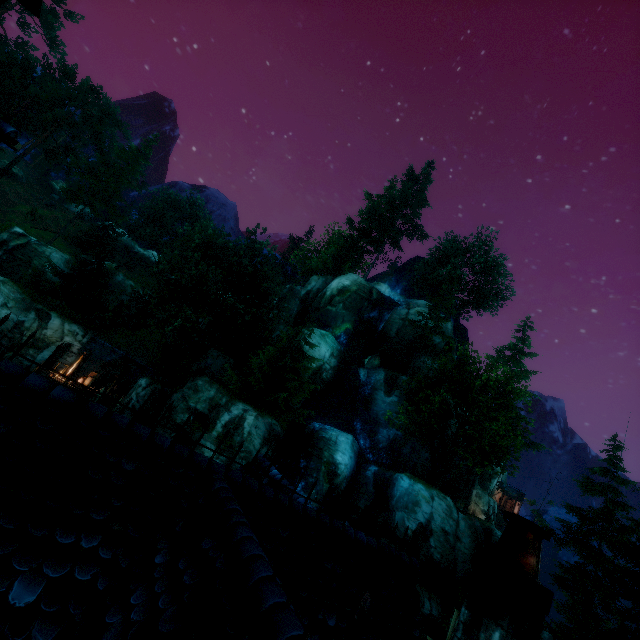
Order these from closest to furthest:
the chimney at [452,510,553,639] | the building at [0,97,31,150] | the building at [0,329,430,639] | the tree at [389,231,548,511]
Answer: the building at [0,329,430,639]
the chimney at [452,510,553,639]
the building at [0,97,31,150]
the tree at [389,231,548,511]

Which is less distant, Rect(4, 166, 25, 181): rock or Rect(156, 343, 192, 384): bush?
Rect(156, 343, 192, 384): bush

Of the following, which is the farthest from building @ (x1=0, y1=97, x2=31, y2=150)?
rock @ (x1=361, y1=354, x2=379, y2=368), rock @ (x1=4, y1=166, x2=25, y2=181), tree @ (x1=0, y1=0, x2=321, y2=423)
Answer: rock @ (x1=4, y1=166, x2=25, y2=181)

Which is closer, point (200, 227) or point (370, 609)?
point (370, 609)

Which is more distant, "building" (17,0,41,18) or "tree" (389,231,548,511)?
"tree" (389,231,548,511)

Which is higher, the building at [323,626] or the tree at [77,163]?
the tree at [77,163]

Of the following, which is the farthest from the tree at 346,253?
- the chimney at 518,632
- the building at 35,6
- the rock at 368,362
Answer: the chimney at 518,632

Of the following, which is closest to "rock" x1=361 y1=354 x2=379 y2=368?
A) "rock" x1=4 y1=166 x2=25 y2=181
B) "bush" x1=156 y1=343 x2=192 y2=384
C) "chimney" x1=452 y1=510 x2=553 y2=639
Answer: "bush" x1=156 y1=343 x2=192 y2=384
